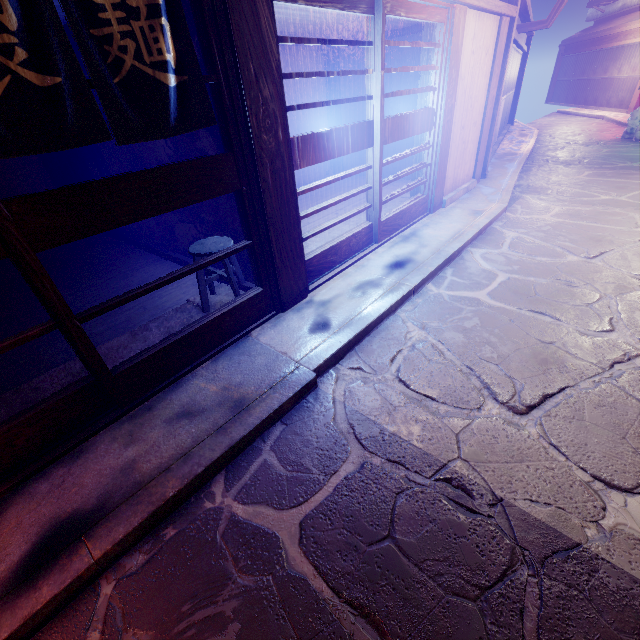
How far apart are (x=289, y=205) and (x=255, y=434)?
4.0 meters

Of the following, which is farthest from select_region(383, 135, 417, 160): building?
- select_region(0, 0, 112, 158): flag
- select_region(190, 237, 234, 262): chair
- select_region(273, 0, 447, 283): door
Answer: select_region(0, 0, 112, 158): flag

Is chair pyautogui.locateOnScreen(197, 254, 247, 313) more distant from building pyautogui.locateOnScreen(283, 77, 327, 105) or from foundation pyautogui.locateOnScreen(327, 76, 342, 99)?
Result: foundation pyautogui.locateOnScreen(327, 76, 342, 99)

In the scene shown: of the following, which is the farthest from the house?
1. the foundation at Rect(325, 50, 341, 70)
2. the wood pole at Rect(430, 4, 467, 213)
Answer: the foundation at Rect(325, 50, 341, 70)

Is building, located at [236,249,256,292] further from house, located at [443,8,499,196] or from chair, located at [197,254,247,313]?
house, located at [443,8,499,196]

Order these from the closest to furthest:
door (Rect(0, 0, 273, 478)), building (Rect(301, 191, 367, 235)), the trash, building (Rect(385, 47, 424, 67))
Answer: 1. door (Rect(0, 0, 273, 478))
2. building (Rect(301, 191, 367, 235))
3. building (Rect(385, 47, 424, 67))
4. the trash

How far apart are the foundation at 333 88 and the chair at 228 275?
12.5 meters
